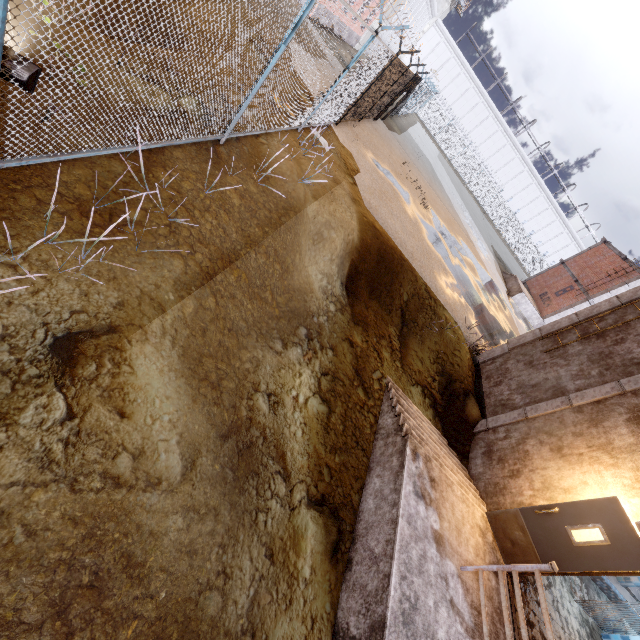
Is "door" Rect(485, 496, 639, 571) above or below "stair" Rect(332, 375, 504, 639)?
above

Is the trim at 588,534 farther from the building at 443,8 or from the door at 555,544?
the building at 443,8

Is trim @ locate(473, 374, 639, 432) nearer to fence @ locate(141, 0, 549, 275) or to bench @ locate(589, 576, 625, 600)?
fence @ locate(141, 0, 549, 275)

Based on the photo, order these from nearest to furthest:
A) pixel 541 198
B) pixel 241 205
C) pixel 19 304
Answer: pixel 19 304 < pixel 241 205 < pixel 541 198

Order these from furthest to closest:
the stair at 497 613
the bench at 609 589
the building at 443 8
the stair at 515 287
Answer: the building at 443 8 < the stair at 515 287 < the bench at 609 589 < the stair at 497 613

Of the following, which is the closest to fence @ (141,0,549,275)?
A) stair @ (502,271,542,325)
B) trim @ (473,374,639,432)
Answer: trim @ (473,374,639,432)

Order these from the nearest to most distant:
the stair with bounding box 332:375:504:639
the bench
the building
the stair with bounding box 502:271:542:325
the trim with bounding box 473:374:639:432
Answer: the stair with bounding box 332:375:504:639 < the trim with bounding box 473:374:639:432 < the bench < the stair with bounding box 502:271:542:325 < the building

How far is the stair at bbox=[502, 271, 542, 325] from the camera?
23.9m
